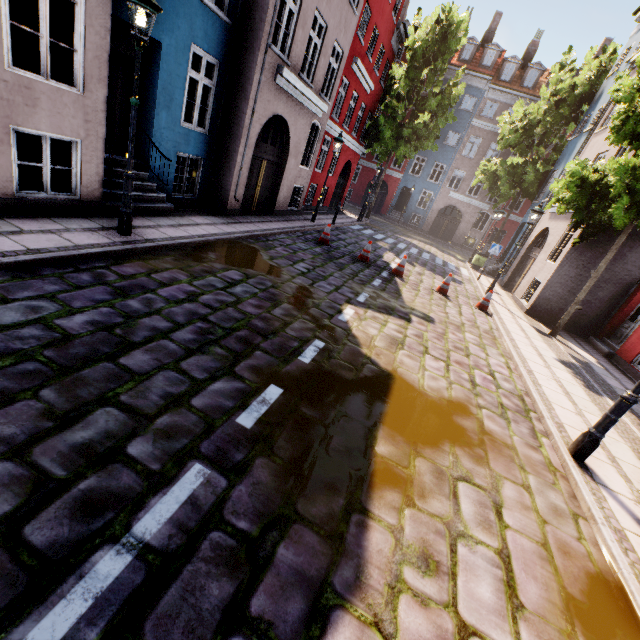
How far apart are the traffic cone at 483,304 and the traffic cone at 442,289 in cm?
86

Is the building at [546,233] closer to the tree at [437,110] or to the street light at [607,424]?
the street light at [607,424]

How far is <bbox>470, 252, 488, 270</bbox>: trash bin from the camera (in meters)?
19.46

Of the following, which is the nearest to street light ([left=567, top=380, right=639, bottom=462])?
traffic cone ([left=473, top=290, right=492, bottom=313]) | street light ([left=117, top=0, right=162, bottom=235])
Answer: traffic cone ([left=473, top=290, right=492, bottom=313])

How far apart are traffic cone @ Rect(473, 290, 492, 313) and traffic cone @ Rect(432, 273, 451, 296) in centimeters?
86cm

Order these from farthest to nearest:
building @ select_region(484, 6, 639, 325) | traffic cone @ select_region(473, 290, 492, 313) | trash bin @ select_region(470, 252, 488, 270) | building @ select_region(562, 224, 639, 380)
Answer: trash bin @ select_region(470, 252, 488, 270)
building @ select_region(484, 6, 639, 325)
traffic cone @ select_region(473, 290, 492, 313)
building @ select_region(562, 224, 639, 380)

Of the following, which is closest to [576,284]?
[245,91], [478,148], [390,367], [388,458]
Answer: [390,367]

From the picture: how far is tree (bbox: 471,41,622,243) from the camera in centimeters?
1792cm
